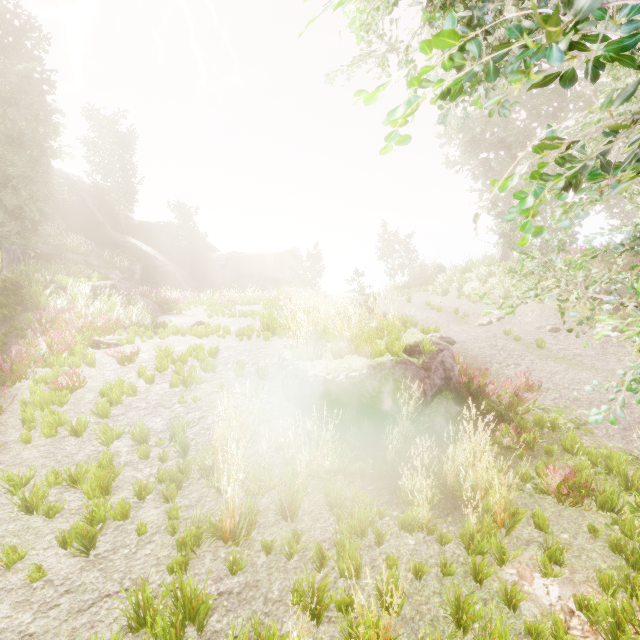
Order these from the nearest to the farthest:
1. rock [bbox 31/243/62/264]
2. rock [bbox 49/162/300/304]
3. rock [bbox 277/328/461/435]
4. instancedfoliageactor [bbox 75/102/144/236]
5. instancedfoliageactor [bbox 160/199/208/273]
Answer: rock [bbox 277/328/461/435], rock [bbox 31/243/62/264], rock [bbox 49/162/300/304], instancedfoliageactor [bbox 75/102/144/236], instancedfoliageactor [bbox 160/199/208/273]

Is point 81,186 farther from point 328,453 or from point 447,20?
point 447,20

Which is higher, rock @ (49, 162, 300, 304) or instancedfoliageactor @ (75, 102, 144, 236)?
instancedfoliageactor @ (75, 102, 144, 236)

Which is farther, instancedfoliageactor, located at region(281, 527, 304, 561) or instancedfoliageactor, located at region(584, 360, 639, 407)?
instancedfoliageactor, located at region(281, 527, 304, 561)

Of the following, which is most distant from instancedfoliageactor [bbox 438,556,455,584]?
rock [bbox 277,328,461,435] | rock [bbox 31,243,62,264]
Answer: rock [bbox 277,328,461,435]

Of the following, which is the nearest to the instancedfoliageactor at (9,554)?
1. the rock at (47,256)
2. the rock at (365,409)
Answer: the rock at (47,256)

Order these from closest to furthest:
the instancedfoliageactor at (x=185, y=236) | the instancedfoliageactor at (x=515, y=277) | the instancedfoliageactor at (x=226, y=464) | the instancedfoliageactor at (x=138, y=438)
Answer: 1. the instancedfoliageactor at (x=515, y=277)
2. the instancedfoliageactor at (x=226, y=464)
3. the instancedfoliageactor at (x=138, y=438)
4. the instancedfoliageactor at (x=185, y=236)
